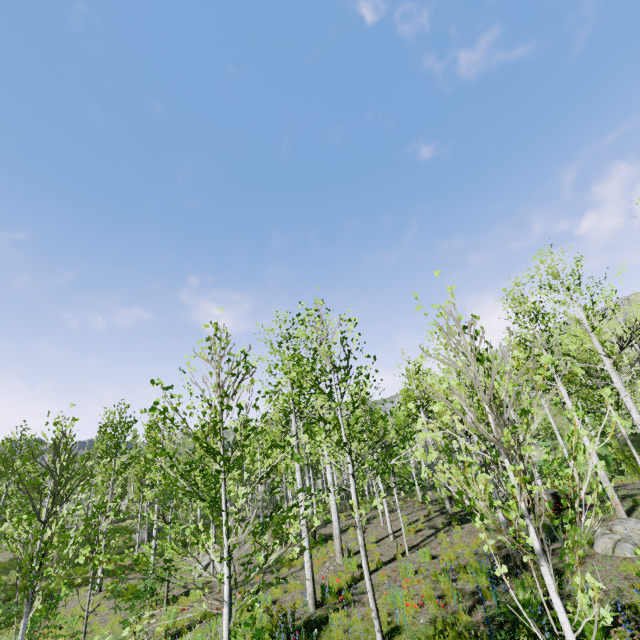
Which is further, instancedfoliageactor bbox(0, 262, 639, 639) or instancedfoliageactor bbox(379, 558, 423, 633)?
instancedfoliageactor bbox(379, 558, 423, 633)

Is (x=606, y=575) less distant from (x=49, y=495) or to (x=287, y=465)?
(x=287, y=465)

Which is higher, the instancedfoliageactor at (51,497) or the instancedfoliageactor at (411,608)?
the instancedfoliageactor at (51,497)

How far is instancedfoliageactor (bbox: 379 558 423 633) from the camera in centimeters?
669cm

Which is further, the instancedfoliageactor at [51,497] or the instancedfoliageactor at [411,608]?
the instancedfoliageactor at [411,608]

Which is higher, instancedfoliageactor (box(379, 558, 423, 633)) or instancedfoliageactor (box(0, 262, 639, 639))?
instancedfoliageactor (box(0, 262, 639, 639))
